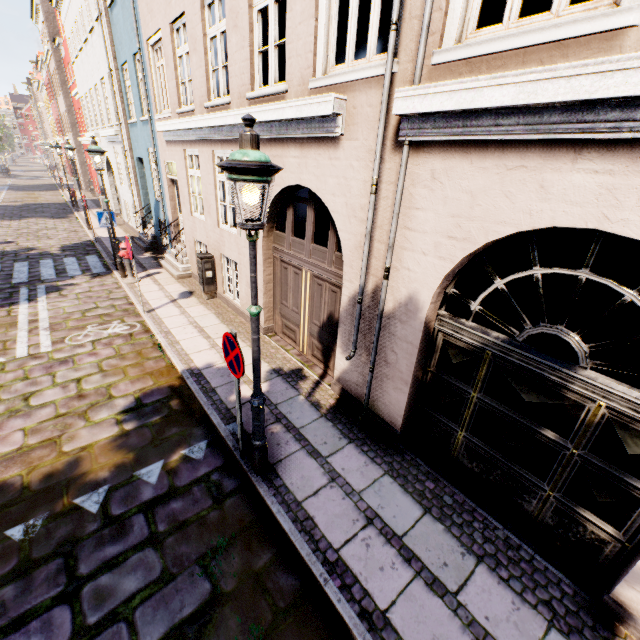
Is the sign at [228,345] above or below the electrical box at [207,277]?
above

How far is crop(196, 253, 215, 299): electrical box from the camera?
8.7 meters

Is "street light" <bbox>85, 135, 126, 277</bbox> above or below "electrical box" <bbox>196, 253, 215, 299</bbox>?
above

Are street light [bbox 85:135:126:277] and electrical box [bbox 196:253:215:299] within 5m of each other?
yes

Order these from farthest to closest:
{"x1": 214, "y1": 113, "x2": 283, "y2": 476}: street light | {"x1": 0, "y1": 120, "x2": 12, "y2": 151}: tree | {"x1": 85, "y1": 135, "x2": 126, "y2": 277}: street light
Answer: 1. {"x1": 0, "y1": 120, "x2": 12, "y2": 151}: tree
2. {"x1": 85, "y1": 135, "x2": 126, "y2": 277}: street light
3. {"x1": 214, "y1": 113, "x2": 283, "y2": 476}: street light

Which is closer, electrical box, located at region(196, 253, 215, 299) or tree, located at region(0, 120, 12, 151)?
electrical box, located at region(196, 253, 215, 299)

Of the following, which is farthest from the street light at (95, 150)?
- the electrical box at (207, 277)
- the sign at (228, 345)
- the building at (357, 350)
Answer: the sign at (228, 345)

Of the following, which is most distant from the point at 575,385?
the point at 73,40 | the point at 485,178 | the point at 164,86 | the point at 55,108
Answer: the point at 55,108
